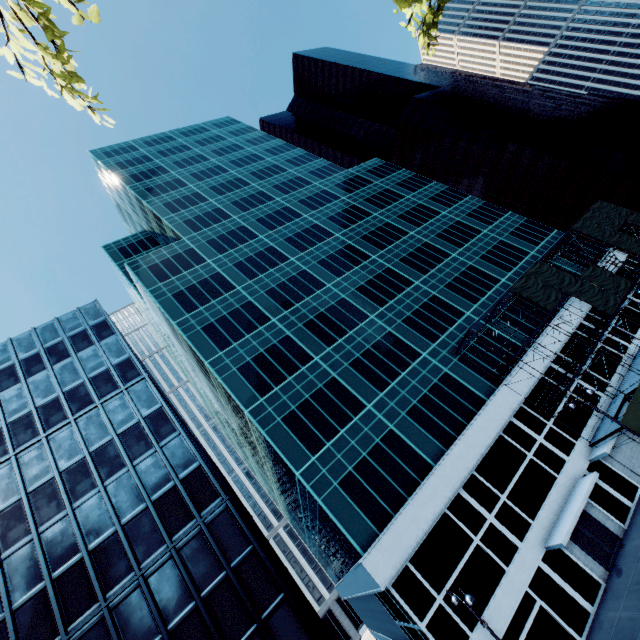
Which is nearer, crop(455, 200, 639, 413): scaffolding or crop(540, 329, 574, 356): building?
crop(455, 200, 639, 413): scaffolding

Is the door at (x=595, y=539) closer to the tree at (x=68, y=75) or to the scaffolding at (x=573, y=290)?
the scaffolding at (x=573, y=290)

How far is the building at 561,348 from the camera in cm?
3105

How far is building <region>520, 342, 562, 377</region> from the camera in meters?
29.6

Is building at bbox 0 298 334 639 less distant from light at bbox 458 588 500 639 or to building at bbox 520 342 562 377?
building at bbox 520 342 562 377

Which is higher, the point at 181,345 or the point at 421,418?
the point at 181,345

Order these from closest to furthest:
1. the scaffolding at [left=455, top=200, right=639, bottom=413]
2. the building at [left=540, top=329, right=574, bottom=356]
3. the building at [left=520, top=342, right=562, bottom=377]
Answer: the scaffolding at [left=455, top=200, right=639, bottom=413]
the building at [left=520, top=342, right=562, bottom=377]
the building at [left=540, top=329, right=574, bottom=356]

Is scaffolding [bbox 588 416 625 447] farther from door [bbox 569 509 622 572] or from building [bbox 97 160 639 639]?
door [bbox 569 509 622 572]
